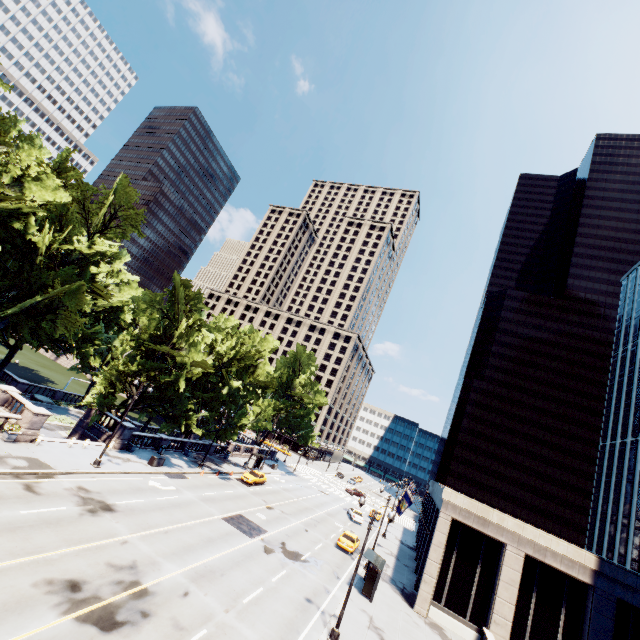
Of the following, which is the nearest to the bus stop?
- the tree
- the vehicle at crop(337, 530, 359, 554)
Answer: the vehicle at crop(337, 530, 359, 554)

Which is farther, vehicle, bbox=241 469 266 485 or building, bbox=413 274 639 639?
vehicle, bbox=241 469 266 485

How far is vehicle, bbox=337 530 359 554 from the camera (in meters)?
32.81

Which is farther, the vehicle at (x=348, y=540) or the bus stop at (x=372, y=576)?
the vehicle at (x=348, y=540)

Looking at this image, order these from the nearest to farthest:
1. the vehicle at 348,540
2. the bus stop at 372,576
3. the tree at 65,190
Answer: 1. the bus stop at 372,576
2. the tree at 65,190
3. the vehicle at 348,540

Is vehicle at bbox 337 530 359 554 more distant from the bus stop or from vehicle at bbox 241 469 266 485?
vehicle at bbox 241 469 266 485

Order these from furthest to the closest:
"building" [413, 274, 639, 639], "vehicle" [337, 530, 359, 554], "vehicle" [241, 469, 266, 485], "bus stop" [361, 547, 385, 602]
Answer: "vehicle" [241, 469, 266, 485] < "vehicle" [337, 530, 359, 554] < "bus stop" [361, 547, 385, 602] < "building" [413, 274, 639, 639]

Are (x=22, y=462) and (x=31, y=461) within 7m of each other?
yes
